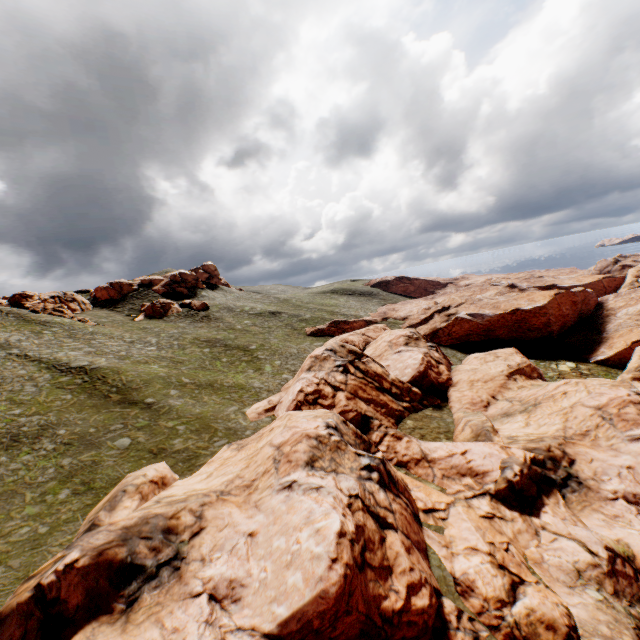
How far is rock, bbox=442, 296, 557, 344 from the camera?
58.5 meters

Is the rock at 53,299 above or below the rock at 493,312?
above

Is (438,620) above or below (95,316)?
below

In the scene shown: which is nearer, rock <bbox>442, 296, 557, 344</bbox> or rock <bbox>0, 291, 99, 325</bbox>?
rock <bbox>0, 291, 99, 325</bbox>

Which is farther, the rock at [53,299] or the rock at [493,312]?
the rock at [493,312]

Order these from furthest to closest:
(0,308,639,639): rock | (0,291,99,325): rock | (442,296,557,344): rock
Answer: (442,296,557,344): rock, (0,291,99,325): rock, (0,308,639,639): rock

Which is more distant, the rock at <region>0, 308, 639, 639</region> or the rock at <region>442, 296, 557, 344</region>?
the rock at <region>442, 296, 557, 344</region>
